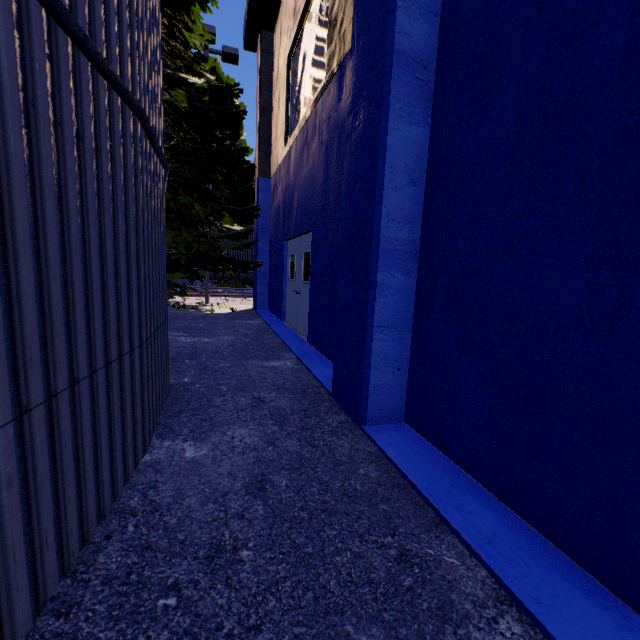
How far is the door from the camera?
7.67m

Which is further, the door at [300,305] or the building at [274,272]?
the door at [300,305]

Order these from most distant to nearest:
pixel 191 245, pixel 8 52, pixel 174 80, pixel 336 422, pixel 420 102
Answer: pixel 174 80 < pixel 191 245 < pixel 336 422 < pixel 420 102 < pixel 8 52

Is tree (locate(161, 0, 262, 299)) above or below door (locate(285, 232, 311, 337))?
above

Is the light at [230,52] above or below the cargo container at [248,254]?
above

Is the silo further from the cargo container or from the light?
the cargo container

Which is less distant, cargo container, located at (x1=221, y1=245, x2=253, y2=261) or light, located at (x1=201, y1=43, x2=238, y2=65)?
light, located at (x1=201, y1=43, x2=238, y2=65)

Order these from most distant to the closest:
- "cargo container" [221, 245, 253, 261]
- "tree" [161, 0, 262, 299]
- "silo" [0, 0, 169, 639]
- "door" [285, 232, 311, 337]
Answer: "cargo container" [221, 245, 253, 261], "tree" [161, 0, 262, 299], "door" [285, 232, 311, 337], "silo" [0, 0, 169, 639]
